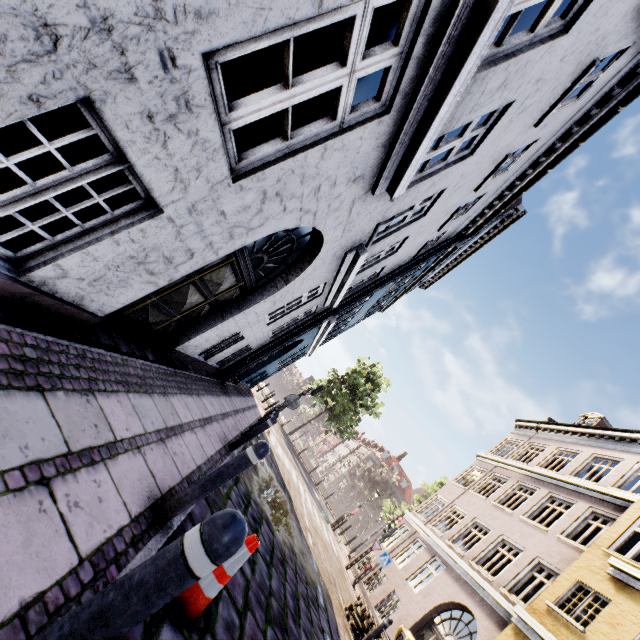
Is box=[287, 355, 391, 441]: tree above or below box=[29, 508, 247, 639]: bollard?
above

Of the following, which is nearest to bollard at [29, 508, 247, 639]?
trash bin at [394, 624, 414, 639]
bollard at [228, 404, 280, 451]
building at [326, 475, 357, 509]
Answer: bollard at [228, 404, 280, 451]

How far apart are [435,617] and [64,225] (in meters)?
17.18

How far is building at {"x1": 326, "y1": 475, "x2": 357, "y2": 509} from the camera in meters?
57.6

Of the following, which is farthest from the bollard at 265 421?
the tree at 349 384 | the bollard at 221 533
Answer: the tree at 349 384

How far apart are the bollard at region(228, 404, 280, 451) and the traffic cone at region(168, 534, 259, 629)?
5.6 meters

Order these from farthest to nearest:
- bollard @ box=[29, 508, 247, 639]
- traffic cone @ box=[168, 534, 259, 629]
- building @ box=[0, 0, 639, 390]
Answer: traffic cone @ box=[168, 534, 259, 629] → building @ box=[0, 0, 639, 390] → bollard @ box=[29, 508, 247, 639]

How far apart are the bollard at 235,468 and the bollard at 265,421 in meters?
5.8
